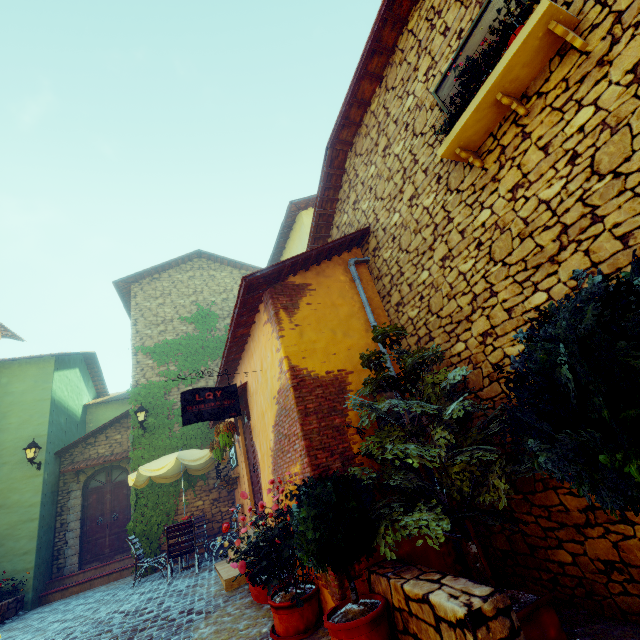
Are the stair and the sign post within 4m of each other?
yes

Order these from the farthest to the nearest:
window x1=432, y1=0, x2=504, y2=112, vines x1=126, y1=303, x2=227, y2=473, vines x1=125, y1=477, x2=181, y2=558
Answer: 1. vines x1=126, y1=303, x2=227, y2=473
2. vines x1=125, y1=477, x2=181, y2=558
3. window x1=432, y1=0, x2=504, y2=112

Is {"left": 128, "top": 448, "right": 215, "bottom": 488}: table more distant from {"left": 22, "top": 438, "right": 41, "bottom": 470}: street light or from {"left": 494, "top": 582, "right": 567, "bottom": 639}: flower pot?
{"left": 494, "top": 582, "right": 567, "bottom": 639}: flower pot

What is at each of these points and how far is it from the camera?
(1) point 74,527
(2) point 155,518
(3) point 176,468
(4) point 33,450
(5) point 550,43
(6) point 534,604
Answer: (1) stone doorway, 10.67m
(2) vines, 9.50m
(3) table, 9.88m
(4) street light, 9.95m
(5) window sill, 3.14m
(6) flower pot, 2.97m

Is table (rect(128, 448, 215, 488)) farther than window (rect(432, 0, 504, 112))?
Yes

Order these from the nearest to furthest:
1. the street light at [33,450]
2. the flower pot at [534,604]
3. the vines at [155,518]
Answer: the flower pot at [534,604]
the vines at [155,518]
the street light at [33,450]

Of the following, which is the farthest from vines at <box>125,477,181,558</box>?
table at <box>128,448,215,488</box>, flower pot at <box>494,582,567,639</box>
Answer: flower pot at <box>494,582,567,639</box>

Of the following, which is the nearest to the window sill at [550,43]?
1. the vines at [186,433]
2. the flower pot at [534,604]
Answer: the flower pot at [534,604]
